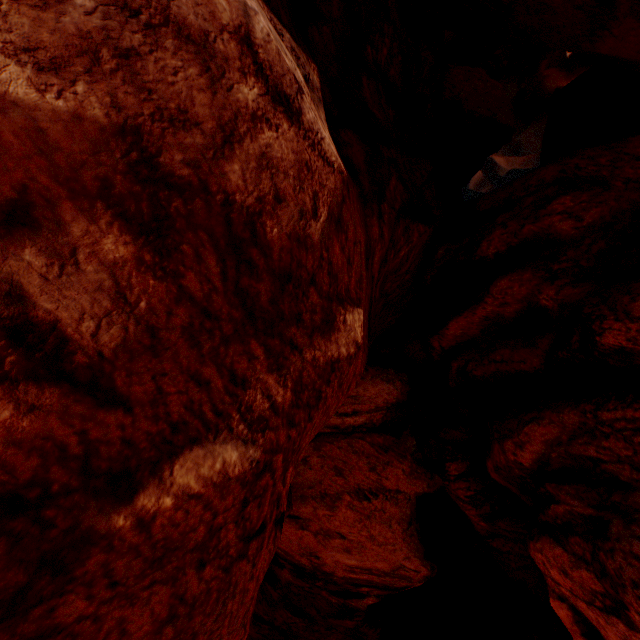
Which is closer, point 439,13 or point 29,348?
point 29,348
